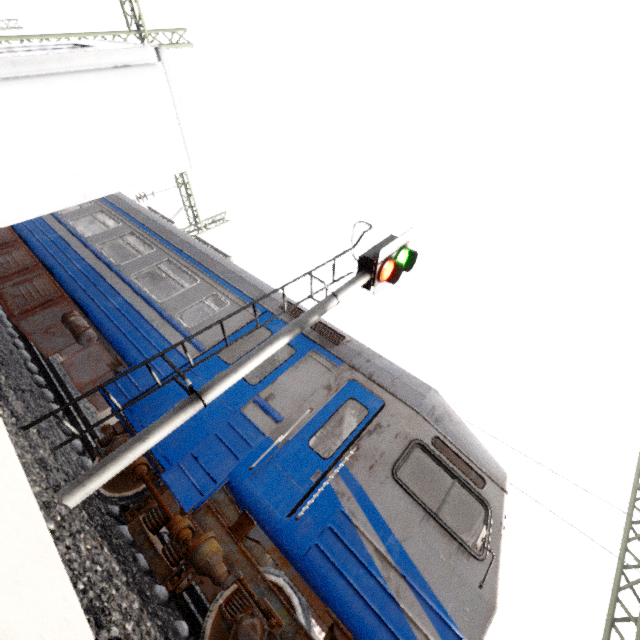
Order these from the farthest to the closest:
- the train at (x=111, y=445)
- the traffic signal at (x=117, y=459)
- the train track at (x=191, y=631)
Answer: the train at (x=111, y=445), the train track at (x=191, y=631), the traffic signal at (x=117, y=459)

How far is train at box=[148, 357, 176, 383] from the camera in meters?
5.0

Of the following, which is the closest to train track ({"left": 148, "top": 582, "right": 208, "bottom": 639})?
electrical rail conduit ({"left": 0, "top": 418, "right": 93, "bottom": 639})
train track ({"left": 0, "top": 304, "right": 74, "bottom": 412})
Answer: train track ({"left": 0, "top": 304, "right": 74, "bottom": 412})

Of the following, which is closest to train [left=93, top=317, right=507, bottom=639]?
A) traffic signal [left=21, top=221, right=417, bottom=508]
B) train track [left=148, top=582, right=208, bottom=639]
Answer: train track [left=148, top=582, right=208, bottom=639]

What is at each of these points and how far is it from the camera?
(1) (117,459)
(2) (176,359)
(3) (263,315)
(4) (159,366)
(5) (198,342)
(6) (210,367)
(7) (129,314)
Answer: (1) traffic signal, 3.16m
(2) train, 5.24m
(3) train, 6.02m
(4) train, 5.14m
(5) train, 5.49m
(6) train, 5.15m
(7) train, 6.02m

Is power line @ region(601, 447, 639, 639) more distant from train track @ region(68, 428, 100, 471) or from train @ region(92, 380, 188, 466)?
train track @ region(68, 428, 100, 471)

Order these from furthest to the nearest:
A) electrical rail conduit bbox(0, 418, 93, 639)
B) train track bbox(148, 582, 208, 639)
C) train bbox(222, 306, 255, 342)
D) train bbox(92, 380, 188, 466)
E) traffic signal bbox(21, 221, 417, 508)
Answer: train bbox(222, 306, 255, 342)
train bbox(92, 380, 188, 466)
train track bbox(148, 582, 208, 639)
traffic signal bbox(21, 221, 417, 508)
electrical rail conduit bbox(0, 418, 93, 639)

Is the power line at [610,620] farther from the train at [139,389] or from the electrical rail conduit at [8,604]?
the train at [139,389]
